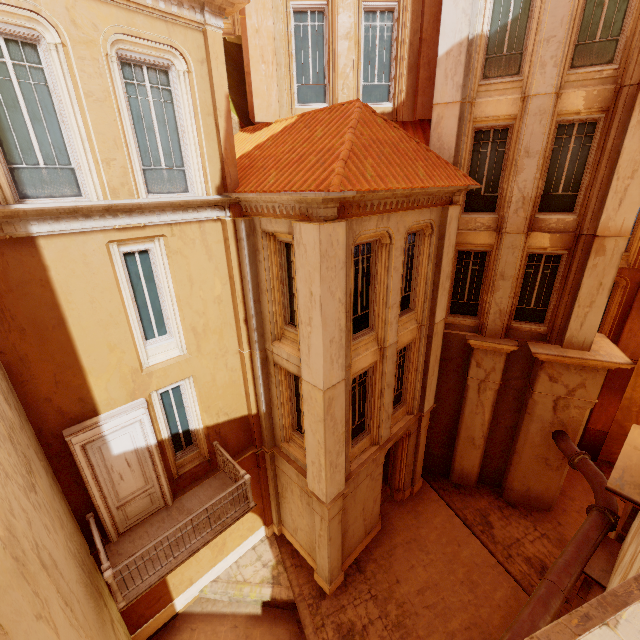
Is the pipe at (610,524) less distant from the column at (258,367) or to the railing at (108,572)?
the railing at (108,572)

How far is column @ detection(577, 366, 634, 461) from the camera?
14.19m

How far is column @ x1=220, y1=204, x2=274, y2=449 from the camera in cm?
840

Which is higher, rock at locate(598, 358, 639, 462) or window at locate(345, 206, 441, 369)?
window at locate(345, 206, 441, 369)

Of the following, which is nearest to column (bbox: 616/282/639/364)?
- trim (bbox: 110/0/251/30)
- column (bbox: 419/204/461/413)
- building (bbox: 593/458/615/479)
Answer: building (bbox: 593/458/615/479)

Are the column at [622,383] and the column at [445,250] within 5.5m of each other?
no

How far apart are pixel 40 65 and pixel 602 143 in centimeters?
1351cm

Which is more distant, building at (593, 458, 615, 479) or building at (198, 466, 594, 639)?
building at (593, 458, 615, 479)
